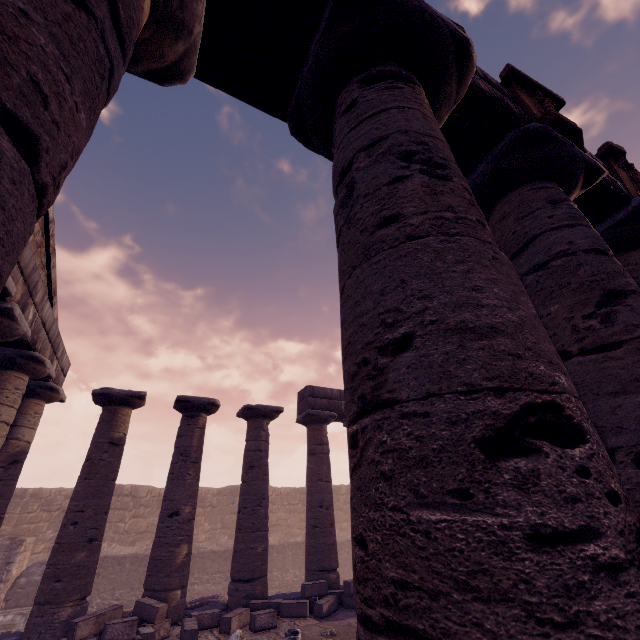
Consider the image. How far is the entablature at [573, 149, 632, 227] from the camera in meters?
4.1 m

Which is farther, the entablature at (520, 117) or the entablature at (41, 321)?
the entablature at (41, 321)

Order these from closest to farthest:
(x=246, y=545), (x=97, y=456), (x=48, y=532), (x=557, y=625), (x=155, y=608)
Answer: (x=557, y=625) < (x=155, y=608) < (x=97, y=456) < (x=246, y=545) < (x=48, y=532)

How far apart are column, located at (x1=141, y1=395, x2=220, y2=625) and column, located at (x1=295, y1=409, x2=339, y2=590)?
3.09m

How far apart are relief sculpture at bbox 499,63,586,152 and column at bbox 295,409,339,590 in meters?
10.3 m

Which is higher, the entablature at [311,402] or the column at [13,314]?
the entablature at [311,402]

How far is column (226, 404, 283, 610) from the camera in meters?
8.8 m

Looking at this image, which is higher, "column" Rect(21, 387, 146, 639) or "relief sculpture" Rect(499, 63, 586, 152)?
"relief sculpture" Rect(499, 63, 586, 152)
